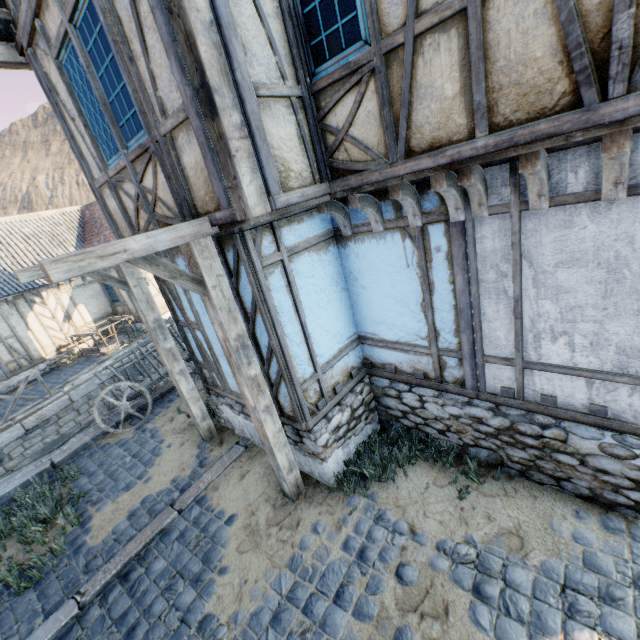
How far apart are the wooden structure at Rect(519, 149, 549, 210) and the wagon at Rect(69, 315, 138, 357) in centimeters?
1534cm

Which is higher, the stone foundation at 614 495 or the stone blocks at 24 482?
the stone foundation at 614 495

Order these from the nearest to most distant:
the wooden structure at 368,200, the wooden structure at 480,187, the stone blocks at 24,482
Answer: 1. the wooden structure at 480,187
2. the wooden structure at 368,200
3. the stone blocks at 24,482

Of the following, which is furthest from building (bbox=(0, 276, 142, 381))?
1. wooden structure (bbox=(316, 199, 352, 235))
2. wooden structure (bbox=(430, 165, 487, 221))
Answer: wooden structure (bbox=(430, 165, 487, 221))

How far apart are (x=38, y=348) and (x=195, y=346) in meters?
12.3

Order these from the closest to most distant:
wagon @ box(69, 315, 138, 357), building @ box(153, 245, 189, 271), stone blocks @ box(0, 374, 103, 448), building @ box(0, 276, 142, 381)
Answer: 1. building @ box(153, 245, 189, 271)
2. stone blocks @ box(0, 374, 103, 448)
3. building @ box(0, 276, 142, 381)
4. wagon @ box(69, 315, 138, 357)

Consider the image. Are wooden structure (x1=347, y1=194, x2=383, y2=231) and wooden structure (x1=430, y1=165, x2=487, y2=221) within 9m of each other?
yes

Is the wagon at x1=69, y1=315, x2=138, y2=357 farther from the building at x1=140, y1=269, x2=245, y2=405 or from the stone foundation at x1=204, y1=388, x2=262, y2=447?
the building at x1=140, y1=269, x2=245, y2=405
